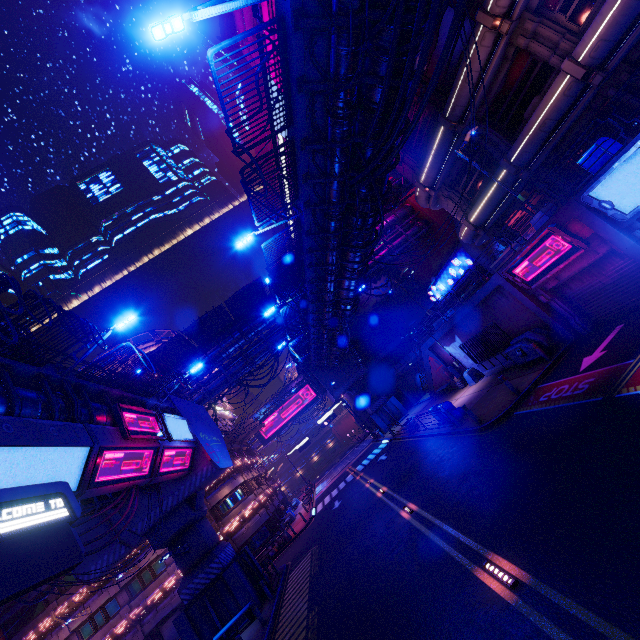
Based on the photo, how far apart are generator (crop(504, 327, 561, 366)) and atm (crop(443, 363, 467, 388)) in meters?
8.0

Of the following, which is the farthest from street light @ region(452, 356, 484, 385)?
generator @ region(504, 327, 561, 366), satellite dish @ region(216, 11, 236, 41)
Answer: satellite dish @ region(216, 11, 236, 41)

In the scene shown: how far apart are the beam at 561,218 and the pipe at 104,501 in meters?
23.1 m

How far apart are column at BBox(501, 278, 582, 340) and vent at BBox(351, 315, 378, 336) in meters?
27.8 m

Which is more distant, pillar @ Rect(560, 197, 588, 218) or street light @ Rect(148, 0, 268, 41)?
pillar @ Rect(560, 197, 588, 218)

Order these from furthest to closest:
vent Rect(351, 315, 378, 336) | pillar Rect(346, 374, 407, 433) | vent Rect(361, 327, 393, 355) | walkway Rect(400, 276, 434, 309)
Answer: walkway Rect(400, 276, 434, 309), vent Rect(351, 315, 378, 336), vent Rect(361, 327, 393, 355), pillar Rect(346, 374, 407, 433)

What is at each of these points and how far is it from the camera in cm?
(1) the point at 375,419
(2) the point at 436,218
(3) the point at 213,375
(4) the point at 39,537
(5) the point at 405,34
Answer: (1) pillar, 4044
(2) building, 3731
(3) pipe, 3180
(4) sign, 537
(5) walkway, 843

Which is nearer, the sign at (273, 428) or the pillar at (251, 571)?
the pillar at (251, 571)
